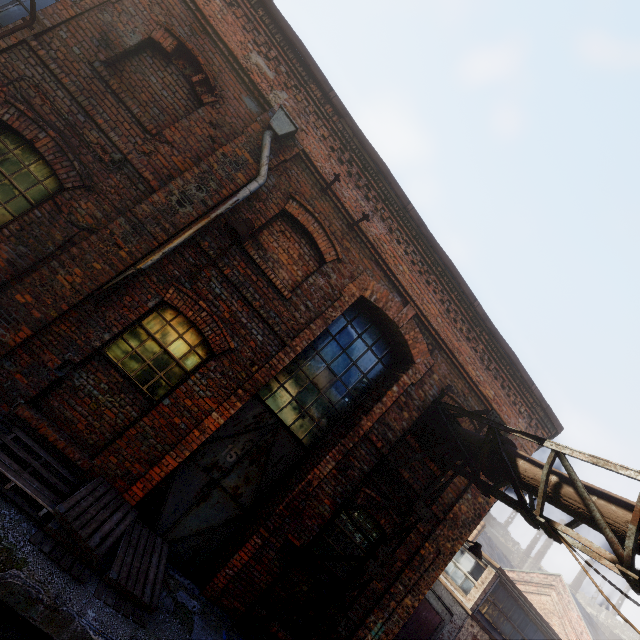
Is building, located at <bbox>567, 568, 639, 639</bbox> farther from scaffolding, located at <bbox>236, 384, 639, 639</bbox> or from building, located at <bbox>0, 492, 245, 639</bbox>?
A: scaffolding, located at <bbox>236, 384, 639, 639</bbox>

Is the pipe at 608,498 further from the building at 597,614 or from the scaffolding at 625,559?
the building at 597,614

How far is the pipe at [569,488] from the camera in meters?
4.0

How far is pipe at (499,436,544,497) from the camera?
4.7 meters

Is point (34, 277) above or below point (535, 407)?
below

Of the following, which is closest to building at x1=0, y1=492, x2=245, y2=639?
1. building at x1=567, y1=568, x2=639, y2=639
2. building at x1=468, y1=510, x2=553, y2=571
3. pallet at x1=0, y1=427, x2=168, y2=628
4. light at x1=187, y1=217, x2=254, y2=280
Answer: pallet at x1=0, y1=427, x2=168, y2=628

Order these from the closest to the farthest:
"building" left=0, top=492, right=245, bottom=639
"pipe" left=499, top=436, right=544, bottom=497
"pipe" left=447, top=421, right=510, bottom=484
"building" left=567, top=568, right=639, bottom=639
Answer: "building" left=0, top=492, right=245, bottom=639 < "pipe" left=499, top=436, right=544, bottom=497 < "pipe" left=447, top=421, right=510, bottom=484 < "building" left=567, top=568, right=639, bottom=639

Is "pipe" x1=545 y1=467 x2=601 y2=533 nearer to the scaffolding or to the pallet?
the scaffolding
